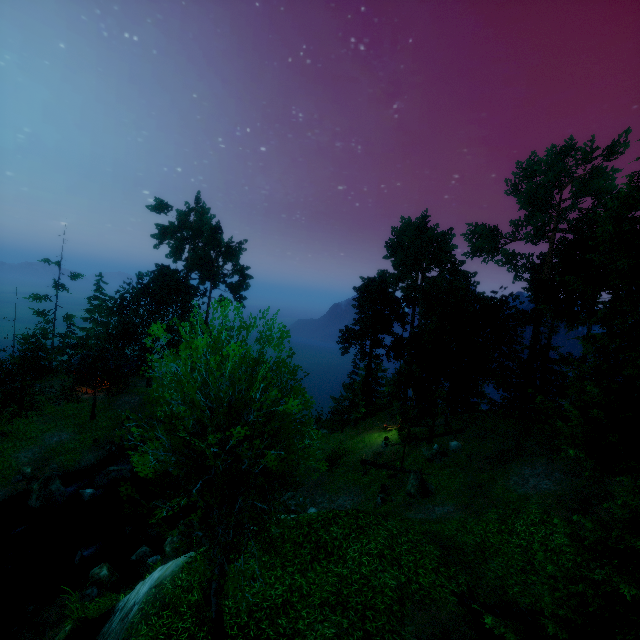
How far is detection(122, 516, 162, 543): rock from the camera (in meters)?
20.27

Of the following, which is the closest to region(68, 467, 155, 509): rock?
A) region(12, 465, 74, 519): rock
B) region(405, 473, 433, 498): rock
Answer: region(12, 465, 74, 519): rock

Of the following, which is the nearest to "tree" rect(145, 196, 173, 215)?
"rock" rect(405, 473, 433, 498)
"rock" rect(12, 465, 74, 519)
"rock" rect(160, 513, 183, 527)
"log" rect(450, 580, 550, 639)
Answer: "log" rect(450, 580, 550, 639)

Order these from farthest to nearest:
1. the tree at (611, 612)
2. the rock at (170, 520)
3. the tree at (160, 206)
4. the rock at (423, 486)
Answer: the tree at (160, 206)
the rock at (170, 520)
the rock at (423, 486)
the tree at (611, 612)

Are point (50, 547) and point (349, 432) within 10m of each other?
no

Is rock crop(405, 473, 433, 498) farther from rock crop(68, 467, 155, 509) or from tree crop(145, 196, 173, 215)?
rock crop(68, 467, 155, 509)

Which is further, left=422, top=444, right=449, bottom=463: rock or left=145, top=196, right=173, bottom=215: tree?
left=145, top=196, right=173, bottom=215: tree

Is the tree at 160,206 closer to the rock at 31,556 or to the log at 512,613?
the log at 512,613
